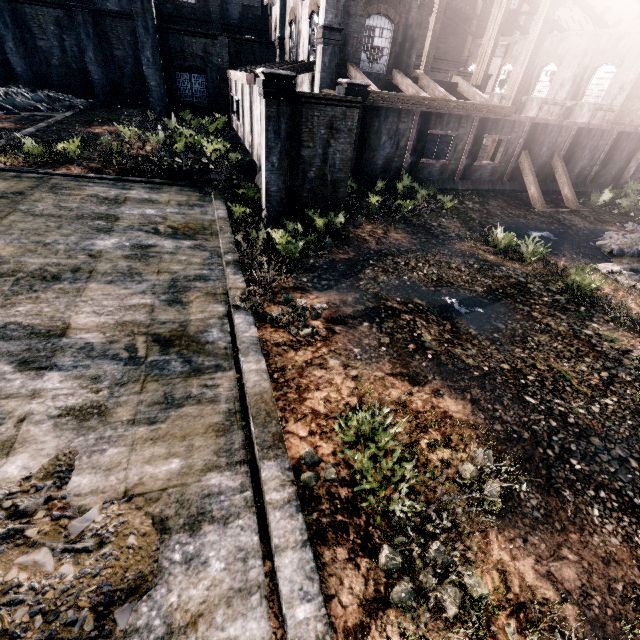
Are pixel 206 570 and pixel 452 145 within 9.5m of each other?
no

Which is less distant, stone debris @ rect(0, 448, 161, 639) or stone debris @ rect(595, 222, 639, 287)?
stone debris @ rect(0, 448, 161, 639)

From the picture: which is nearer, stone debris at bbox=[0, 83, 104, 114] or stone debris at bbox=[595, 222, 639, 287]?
stone debris at bbox=[595, 222, 639, 287]

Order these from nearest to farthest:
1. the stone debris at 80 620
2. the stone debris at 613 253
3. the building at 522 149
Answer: the stone debris at 80 620, the stone debris at 613 253, the building at 522 149

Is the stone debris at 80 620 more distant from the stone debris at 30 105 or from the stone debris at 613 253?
the stone debris at 30 105

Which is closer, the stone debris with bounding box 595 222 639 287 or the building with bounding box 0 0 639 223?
the stone debris with bounding box 595 222 639 287

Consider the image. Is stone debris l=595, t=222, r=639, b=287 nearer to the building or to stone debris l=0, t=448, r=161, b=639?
the building

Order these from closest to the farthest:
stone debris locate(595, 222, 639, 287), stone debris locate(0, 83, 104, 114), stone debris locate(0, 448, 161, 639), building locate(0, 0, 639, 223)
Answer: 1. stone debris locate(0, 448, 161, 639)
2. stone debris locate(595, 222, 639, 287)
3. building locate(0, 0, 639, 223)
4. stone debris locate(0, 83, 104, 114)
